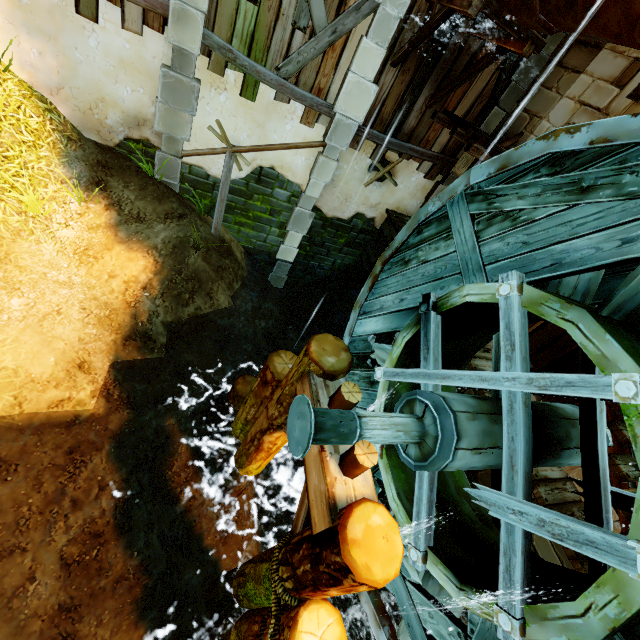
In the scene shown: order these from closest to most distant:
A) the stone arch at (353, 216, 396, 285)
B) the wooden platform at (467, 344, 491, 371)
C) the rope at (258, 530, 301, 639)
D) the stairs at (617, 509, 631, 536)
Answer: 1. the rope at (258, 530, 301, 639)
2. the stairs at (617, 509, 631, 536)
3. the wooden platform at (467, 344, 491, 371)
4. the stone arch at (353, 216, 396, 285)

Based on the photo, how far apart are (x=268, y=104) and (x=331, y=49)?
1.6 meters

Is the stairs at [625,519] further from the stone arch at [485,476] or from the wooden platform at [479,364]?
the wooden platform at [479,364]

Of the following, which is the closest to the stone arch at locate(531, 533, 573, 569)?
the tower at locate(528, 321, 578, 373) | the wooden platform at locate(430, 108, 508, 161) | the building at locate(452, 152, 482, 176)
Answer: the tower at locate(528, 321, 578, 373)

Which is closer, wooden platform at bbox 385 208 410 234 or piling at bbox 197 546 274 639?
piling at bbox 197 546 274 639

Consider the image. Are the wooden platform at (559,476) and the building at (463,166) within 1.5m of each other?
no

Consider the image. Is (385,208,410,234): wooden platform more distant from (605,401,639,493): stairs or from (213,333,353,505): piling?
(213,333,353,505): piling

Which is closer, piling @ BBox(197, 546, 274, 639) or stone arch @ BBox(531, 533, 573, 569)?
piling @ BBox(197, 546, 274, 639)
